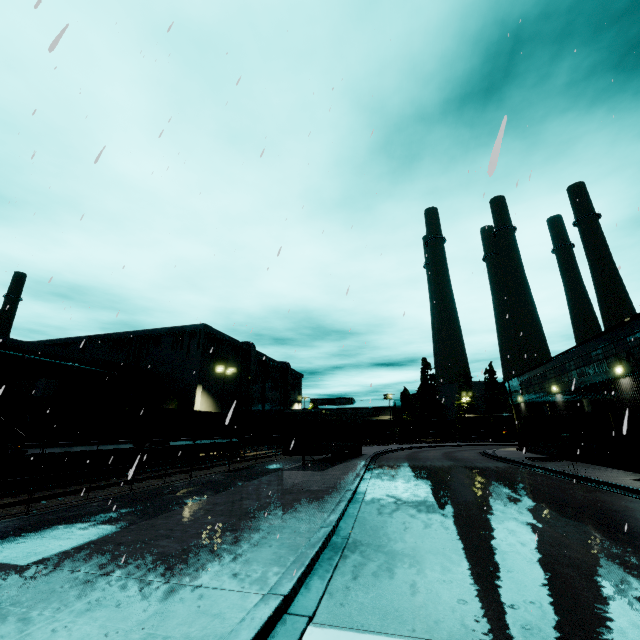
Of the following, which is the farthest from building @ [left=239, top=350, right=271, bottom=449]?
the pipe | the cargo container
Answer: the cargo container

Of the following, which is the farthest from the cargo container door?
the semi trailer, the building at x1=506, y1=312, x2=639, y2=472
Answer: the semi trailer

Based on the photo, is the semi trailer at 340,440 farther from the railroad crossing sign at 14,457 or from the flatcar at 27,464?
the railroad crossing sign at 14,457

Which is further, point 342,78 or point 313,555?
point 342,78

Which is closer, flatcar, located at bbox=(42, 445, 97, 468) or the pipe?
flatcar, located at bbox=(42, 445, 97, 468)

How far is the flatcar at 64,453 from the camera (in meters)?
15.80

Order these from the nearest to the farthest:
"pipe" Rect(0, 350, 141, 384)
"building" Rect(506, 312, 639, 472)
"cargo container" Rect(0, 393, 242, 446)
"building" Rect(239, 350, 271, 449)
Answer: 1. "cargo container" Rect(0, 393, 242, 446)
2. "building" Rect(506, 312, 639, 472)
3. "pipe" Rect(0, 350, 141, 384)
4. "building" Rect(239, 350, 271, 449)

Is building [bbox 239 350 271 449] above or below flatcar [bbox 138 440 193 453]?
above
